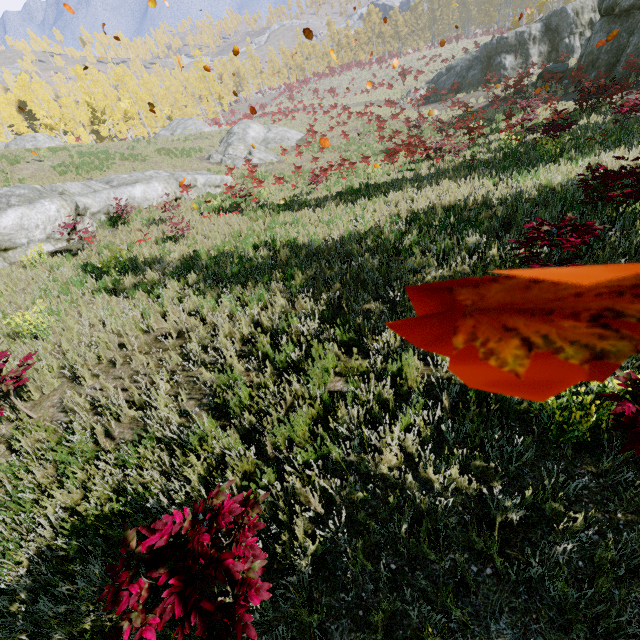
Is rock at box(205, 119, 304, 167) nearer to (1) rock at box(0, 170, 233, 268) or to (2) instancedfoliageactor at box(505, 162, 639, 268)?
(1) rock at box(0, 170, 233, 268)

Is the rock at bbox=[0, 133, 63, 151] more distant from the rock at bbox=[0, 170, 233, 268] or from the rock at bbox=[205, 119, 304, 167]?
the rock at bbox=[0, 170, 233, 268]

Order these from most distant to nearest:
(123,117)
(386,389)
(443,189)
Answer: (123,117) → (443,189) → (386,389)

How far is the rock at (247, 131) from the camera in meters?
25.7 m

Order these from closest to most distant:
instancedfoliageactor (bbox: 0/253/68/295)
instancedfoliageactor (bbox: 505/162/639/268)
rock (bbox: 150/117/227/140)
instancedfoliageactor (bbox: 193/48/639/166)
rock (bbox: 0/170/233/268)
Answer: instancedfoliageactor (bbox: 505/162/639/268) → instancedfoliageactor (bbox: 0/253/68/295) → rock (bbox: 0/170/233/268) → instancedfoliageactor (bbox: 193/48/639/166) → rock (bbox: 150/117/227/140)

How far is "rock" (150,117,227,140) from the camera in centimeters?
3584cm

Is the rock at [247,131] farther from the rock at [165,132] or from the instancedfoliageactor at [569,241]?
the instancedfoliageactor at [569,241]

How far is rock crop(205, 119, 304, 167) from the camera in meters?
25.7
